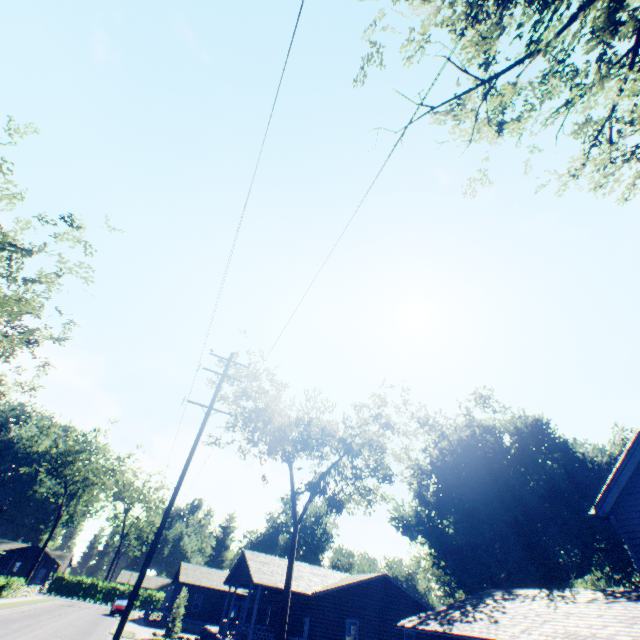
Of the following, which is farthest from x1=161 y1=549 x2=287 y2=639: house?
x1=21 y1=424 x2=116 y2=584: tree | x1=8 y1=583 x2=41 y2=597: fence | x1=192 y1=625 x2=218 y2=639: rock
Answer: x1=21 y1=424 x2=116 y2=584: tree

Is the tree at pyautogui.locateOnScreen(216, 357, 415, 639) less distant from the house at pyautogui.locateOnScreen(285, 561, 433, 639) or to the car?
the house at pyautogui.locateOnScreen(285, 561, 433, 639)

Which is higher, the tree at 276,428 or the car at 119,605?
the tree at 276,428

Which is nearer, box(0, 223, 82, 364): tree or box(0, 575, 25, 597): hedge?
box(0, 223, 82, 364): tree

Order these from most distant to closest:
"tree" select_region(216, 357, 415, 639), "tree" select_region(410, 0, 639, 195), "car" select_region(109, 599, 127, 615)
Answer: "car" select_region(109, 599, 127, 615), "tree" select_region(216, 357, 415, 639), "tree" select_region(410, 0, 639, 195)

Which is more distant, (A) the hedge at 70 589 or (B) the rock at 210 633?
(A) the hedge at 70 589

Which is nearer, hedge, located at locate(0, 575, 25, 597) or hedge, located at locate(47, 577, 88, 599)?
hedge, located at locate(0, 575, 25, 597)

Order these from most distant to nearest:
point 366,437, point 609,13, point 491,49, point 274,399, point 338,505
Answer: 1. point 366,437
2. point 274,399
3. point 338,505
4. point 491,49
5. point 609,13
